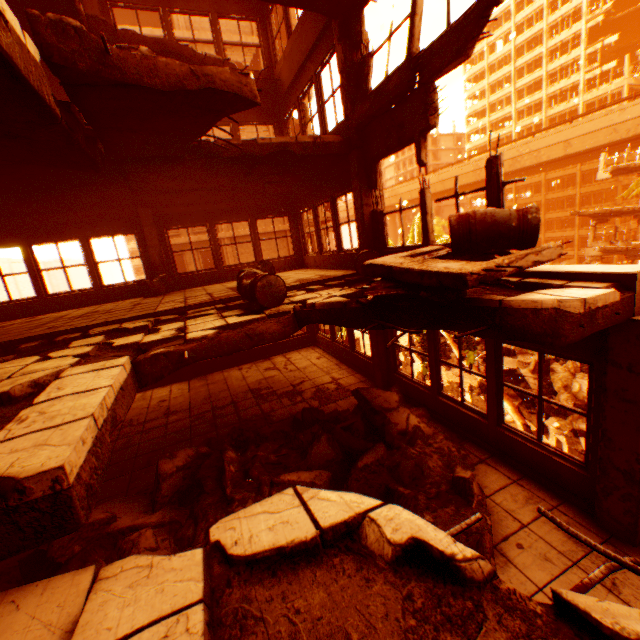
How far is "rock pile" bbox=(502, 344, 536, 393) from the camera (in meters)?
18.31

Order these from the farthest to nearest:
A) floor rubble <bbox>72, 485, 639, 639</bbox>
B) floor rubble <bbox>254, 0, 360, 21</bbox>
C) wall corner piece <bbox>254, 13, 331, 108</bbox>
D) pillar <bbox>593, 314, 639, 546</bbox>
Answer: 1. wall corner piece <bbox>254, 13, 331, 108</bbox>
2. floor rubble <bbox>254, 0, 360, 21</bbox>
3. pillar <bbox>593, 314, 639, 546</bbox>
4. floor rubble <bbox>72, 485, 639, 639</bbox>

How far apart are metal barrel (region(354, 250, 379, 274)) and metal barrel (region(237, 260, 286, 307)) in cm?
183

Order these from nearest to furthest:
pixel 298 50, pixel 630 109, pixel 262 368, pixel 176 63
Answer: pixel 176 63, pixel 298 50, pixel 262 368, pixel 630 109

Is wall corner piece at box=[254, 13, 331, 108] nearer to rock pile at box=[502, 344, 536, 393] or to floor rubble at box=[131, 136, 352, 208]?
floor rubble at box=[131, 136, 352, 208]

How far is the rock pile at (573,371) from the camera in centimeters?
1583cm

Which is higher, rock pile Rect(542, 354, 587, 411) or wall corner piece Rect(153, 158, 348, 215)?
wall corner piece Rect(153, 158, 348, 215)

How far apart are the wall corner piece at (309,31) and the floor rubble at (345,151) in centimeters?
242cm
